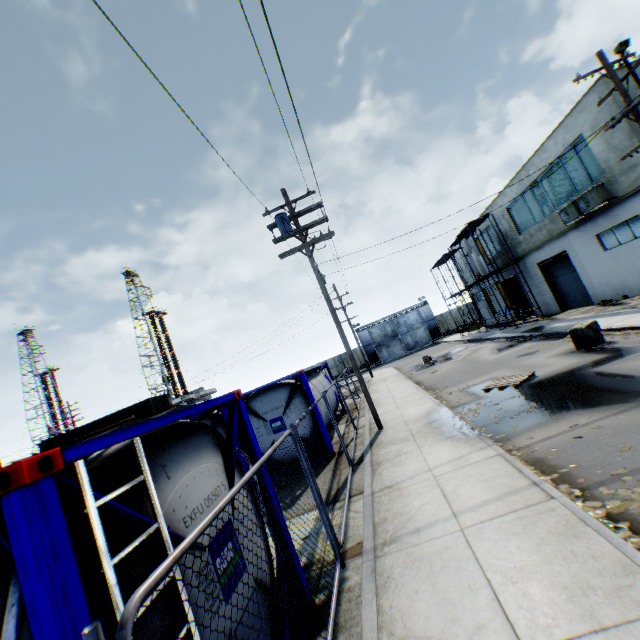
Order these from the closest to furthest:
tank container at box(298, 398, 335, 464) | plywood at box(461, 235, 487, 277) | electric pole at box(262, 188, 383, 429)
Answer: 1. tank container at box(298, 398, 335, 464)
2. electric pole at box(262, 188, 383, 429)
3. plywood at box(461, 235, 487, 277)

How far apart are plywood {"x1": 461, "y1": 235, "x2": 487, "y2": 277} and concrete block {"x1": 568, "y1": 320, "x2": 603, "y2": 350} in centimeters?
1345cm

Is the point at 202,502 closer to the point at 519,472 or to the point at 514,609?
the point at 514,609

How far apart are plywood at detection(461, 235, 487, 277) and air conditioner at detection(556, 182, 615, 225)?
8.36m

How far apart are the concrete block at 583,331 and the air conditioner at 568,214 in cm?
732

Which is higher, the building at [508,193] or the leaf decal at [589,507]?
the building at [508,193]

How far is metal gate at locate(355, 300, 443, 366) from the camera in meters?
47.8

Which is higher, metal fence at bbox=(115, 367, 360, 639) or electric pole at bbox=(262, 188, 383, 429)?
electric pole at bbox=(262, 188, 383, 429)
